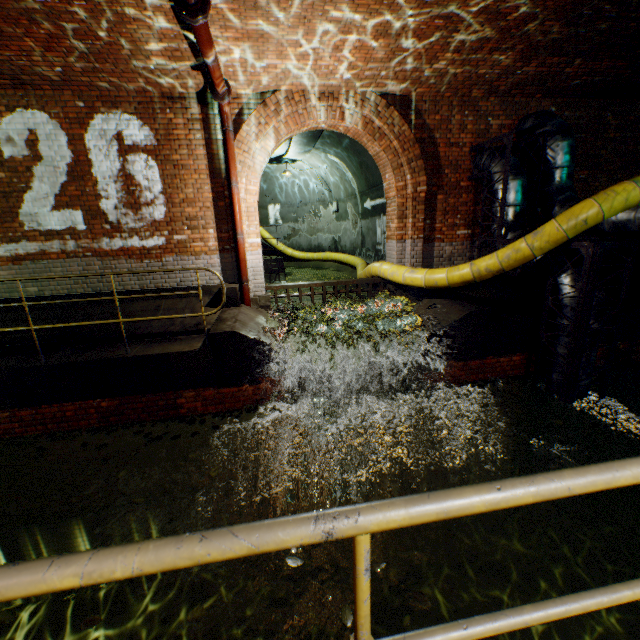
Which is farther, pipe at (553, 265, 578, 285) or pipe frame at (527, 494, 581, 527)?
pipe frame at (527, 494, 581, 527)

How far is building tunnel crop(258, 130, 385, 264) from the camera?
10.30m

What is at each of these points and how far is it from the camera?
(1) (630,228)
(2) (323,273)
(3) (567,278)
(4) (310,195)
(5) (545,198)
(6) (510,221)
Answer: (1) pipe, 5.27m
(2) building tunnel, 13.99m
(3) pipe, 5.33m
(4) building tunnel, 15.38m
(5) pipe, 6.73m
(6) pipe, 6.63m

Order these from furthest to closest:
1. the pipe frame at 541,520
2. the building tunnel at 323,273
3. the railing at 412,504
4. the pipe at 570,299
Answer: the building tunnel at 323,273 → the pipe frame at 541,520 → the pipe at 570,299 → the railing at 412,504

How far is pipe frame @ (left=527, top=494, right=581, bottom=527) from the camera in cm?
604

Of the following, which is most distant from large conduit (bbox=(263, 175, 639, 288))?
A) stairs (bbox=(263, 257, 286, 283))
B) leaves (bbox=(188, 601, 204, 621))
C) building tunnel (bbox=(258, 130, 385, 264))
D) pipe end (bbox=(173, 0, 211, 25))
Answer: pipe end (bbox=(173, 0, 211, 25))

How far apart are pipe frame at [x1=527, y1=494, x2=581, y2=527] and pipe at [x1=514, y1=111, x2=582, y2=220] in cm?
28

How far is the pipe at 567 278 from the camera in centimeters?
525cm
